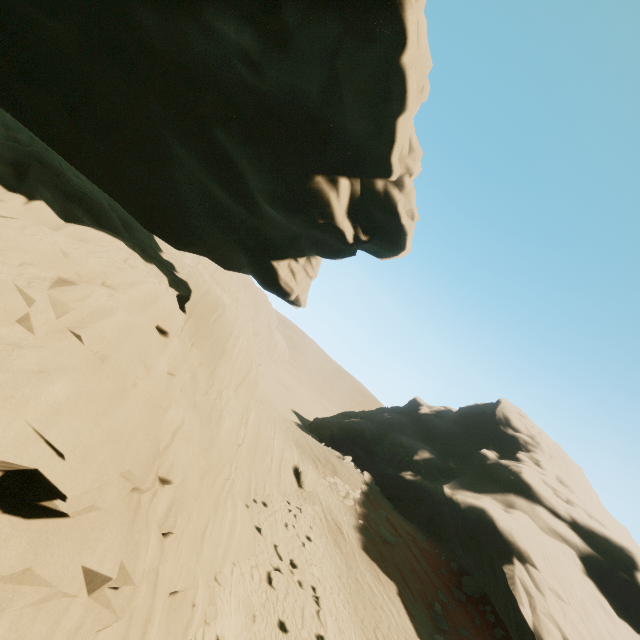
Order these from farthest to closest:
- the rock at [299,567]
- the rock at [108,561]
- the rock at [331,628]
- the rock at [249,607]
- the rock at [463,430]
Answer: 1. the rock at [463,430]
2. the rock at [299,567]
3. the rock at [331,628]
4. the rock at [249,607]
5. the rock at [108,561]

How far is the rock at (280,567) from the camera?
12.8 meters

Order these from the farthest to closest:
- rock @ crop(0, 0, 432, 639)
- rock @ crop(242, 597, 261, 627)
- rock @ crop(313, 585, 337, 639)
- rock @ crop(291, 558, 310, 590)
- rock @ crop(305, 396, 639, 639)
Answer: rock @ crop(305, 396, 639, 639)
rock @ crop(291, 558, 310, 590)
rock @ crop(313, 585, 337, 639)
rock @ crop(242, 597, 261, 627)
rock @ crop(0, 0, 432, 639)

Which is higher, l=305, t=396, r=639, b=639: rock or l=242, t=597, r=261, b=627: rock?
l=305, t=396, r=639, b=639: rock

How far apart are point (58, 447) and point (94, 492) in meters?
1.2

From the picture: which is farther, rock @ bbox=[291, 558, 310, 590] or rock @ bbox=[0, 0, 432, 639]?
rock @ bbox=[291, 558, 310, 590]

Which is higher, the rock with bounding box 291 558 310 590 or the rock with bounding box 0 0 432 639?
the rock with bounding box 0 0 432 639

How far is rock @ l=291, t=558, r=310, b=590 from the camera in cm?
1416
